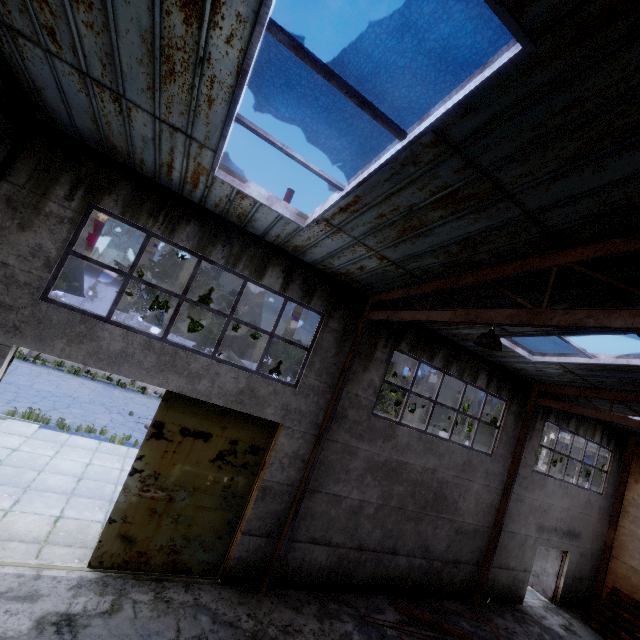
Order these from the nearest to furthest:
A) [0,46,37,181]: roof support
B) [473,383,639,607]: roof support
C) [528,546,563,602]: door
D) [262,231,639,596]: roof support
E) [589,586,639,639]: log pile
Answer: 1. [262,231,639,596]: roof support
2. [0,46,37,181]: roof support
3. [473,383,639,607]: roof support
4. [589,586,639,639]: log pile
5. [528,546,563,602]: door

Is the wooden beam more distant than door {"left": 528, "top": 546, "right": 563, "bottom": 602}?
No

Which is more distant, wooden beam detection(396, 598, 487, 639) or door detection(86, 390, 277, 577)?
wooden beam detection(396, 598, 487, 639)

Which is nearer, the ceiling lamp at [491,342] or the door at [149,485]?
the ceiling lamp at [491,342]

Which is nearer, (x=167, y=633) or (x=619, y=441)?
(x=167, y=633)

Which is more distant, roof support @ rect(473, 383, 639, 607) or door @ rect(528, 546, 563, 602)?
door @ rect(528, 546, 563, 602)

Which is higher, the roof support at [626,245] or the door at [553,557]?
the roof support at [626,245]

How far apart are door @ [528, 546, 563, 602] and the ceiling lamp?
14.52m
